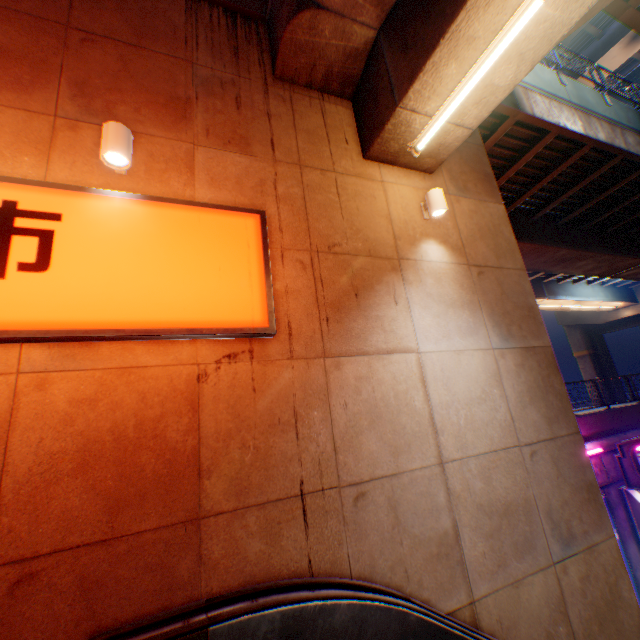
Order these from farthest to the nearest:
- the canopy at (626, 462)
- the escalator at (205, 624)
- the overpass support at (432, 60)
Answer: the canopy at (626, 462)
the overpass support at (432, 60)
the escalator at (205, 624)

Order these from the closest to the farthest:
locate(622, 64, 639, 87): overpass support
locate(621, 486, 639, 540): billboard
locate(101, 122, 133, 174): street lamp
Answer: locate(101, 122, 133, 174): street lamp, locate(621, 486, 639, 540): billboard, locate(622, 64, 639, 87): overpass support

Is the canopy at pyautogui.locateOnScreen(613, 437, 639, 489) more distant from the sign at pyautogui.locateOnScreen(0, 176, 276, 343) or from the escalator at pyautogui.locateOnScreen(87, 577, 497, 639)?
the sign at pyautogui.locateOnScreen(0, 176, 276, 343)

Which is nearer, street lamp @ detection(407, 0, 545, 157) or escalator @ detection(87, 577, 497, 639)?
escalator @ detection(87, 577, 497, 639)

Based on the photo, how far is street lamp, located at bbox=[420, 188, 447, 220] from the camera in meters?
5.2 m

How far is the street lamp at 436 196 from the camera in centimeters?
523cm

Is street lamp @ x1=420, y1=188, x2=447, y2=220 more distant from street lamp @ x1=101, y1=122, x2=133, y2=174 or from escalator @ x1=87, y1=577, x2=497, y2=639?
escalator @ x1=87, y1=577, x2=497, y2=639

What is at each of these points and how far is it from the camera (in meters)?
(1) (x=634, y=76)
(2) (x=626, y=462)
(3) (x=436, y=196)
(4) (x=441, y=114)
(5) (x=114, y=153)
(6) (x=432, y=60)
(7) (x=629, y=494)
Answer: (1) overpass support, 26.69
(2) canopy, 10.67
(3) street lamp, 5.27
(4) street lamp, 4.80
(5) street lamp, 3.49
(6) overpass support, 4.04
(7) billboard, 11.34
